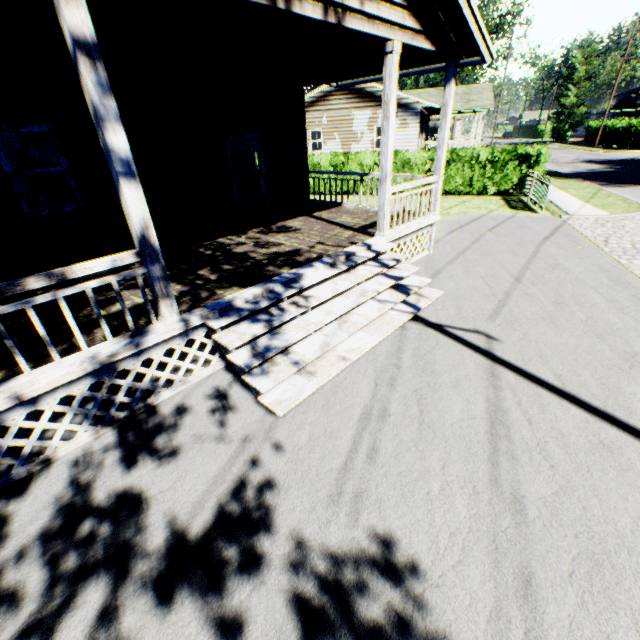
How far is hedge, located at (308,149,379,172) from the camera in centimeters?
1725cm

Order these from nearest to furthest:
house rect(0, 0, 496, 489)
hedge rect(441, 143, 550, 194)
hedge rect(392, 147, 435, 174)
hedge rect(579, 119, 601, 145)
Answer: house rect(0, 0, 496, 489) → hedge rect(441, 143, 550, 194) → hedge rect(392, 147, 435, 174) → hedge rect(579, 119, 601, 145)

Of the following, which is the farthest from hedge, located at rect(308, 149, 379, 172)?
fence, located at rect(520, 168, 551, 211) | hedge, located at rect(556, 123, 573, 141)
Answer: hedge, located at rect(556, 123, 573, 141)

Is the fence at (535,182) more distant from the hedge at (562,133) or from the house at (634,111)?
the hedge at (562,133)

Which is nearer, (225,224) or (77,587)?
(77,587)

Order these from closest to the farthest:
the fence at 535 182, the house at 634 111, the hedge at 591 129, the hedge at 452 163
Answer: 1. the fence at 535 182
2. the hedge at 452 163
3. the hedge at 591 129
4. the house at 634 111

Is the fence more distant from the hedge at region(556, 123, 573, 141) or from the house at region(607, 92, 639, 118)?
the hedge at region(556, 123, 573, 141)
